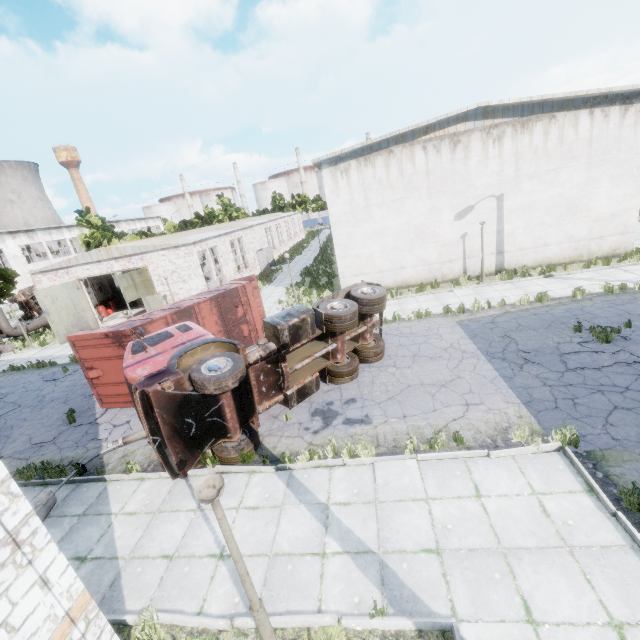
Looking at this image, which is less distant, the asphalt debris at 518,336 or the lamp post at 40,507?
the lamp post at 40,507

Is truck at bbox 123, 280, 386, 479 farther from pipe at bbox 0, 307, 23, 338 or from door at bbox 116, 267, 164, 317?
pipe at bbox 0, 307, 23, 338

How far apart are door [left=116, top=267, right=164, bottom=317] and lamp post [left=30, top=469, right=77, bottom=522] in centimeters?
1280cm

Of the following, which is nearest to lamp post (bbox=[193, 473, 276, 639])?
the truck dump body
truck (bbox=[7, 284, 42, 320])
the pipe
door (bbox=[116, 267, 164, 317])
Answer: the truck dump body

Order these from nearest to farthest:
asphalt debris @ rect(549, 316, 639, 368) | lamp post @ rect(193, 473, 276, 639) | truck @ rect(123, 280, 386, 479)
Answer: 1. lamp post @ rect(193, 473, 276, 639)
2. truck @ rect(123, 280, 386, 479)
3. asphalt debris @ rect(549, 316, 639, 368)

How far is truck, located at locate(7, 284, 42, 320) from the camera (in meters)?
33.12

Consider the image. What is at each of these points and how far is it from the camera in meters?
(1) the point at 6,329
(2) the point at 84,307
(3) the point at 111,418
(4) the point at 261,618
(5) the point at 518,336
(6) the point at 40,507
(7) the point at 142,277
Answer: (1) pipe, 23.0 m
(2) door, 23.5 m
(3) asphalt debris, 11.6 m
(4) lamp post, 4.0 m
(5) asphalt debris, 11.6 m
(6) lamp post, 7.5 m
(7) door, 22.0 m

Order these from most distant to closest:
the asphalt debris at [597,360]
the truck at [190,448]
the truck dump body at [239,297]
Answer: the truck dump body at [239,297]
the asphalt debris at [597,360]
the truck at [190,448]
